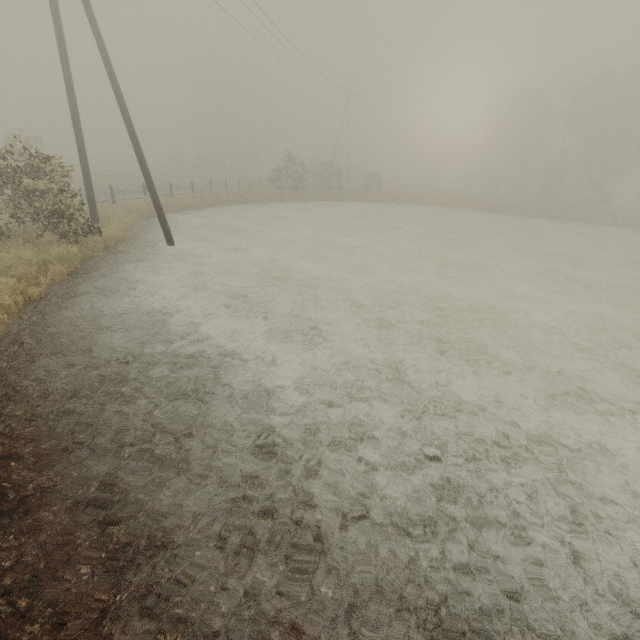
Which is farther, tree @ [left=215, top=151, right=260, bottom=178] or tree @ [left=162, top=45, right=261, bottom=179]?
tree @ [left=215, top=151, right=260, bottom=178]

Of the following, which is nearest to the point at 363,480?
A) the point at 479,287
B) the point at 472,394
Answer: the point at 472,394

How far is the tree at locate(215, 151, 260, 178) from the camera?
53.0m

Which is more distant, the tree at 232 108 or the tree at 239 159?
the tree at 239 159

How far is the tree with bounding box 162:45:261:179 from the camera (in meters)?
49.56

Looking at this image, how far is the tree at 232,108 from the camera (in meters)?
49.56
